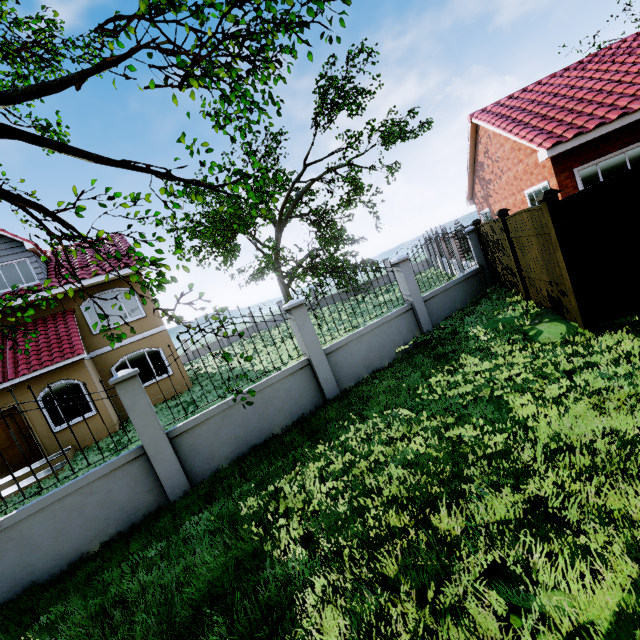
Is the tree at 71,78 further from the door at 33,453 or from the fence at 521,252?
the door at 33,453

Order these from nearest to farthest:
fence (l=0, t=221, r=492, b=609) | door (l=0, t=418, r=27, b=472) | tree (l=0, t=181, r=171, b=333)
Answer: tree (l=0, t=181, r=171, b=333) < fence (l=0, t=221, r=492, b=609) < door (l=0, t=418, r=27, b=472)

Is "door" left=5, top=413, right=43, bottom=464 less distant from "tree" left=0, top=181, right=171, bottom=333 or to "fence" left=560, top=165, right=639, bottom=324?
"tree" left=0, top=181, right=171, bottom=333

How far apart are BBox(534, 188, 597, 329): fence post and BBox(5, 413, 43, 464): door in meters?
16.2

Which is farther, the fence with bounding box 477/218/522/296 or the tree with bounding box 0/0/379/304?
the fence with bounding box 477/218/522/296

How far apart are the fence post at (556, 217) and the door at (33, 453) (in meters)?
16.16

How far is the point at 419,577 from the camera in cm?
283

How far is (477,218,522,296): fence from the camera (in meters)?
8.70
